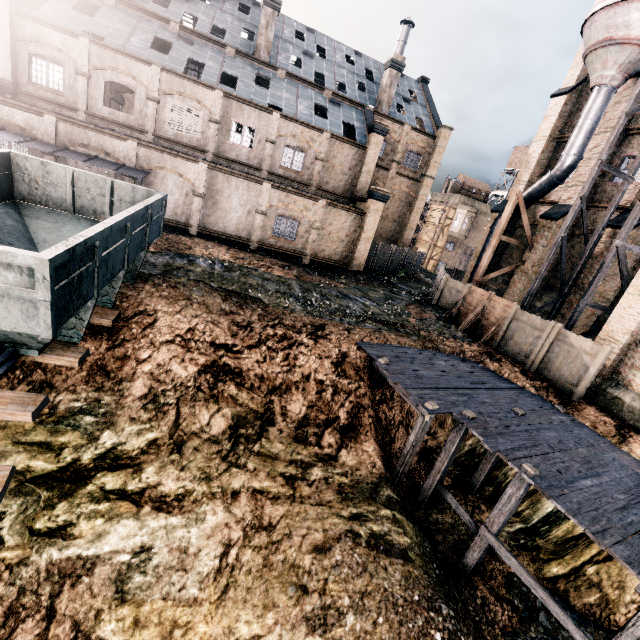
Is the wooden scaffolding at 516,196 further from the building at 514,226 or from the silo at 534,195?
the silo at 534,195

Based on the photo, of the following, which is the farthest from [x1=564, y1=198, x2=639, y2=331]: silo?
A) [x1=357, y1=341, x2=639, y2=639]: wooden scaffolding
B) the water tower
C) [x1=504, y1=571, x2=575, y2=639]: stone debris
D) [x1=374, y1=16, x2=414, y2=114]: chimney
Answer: the water tower

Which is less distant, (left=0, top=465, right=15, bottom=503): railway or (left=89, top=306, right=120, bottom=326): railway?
(left=0, top=465, right=15, bottom=503): railway

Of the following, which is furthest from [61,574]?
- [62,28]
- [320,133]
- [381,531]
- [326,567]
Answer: [62,28]

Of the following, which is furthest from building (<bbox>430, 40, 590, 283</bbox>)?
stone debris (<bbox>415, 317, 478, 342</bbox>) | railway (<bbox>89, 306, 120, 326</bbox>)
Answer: railway (<bbox>89, 306, 120, 326</bbox>)

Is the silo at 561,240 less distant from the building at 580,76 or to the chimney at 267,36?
the building at 580,76

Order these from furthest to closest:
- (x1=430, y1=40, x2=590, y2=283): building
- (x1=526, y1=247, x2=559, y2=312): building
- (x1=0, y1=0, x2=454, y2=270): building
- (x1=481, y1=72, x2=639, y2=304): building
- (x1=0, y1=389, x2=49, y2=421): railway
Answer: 1. (x1=430, y1=40, x2=590, y2=283): building
2. (x1=526, y1=247, x2=559, y2=312): building
3. (x1=0, y1=0, x2=454, y2=270): building
4. (x1=481, y1=72, x2=639, y2=304): building
5. (x1=0, y1=389, x2=49, y2=421): railway

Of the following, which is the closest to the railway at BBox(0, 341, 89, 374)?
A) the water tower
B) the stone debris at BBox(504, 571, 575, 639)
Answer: the stone debris at BBox(504, 571, 575, 639)
